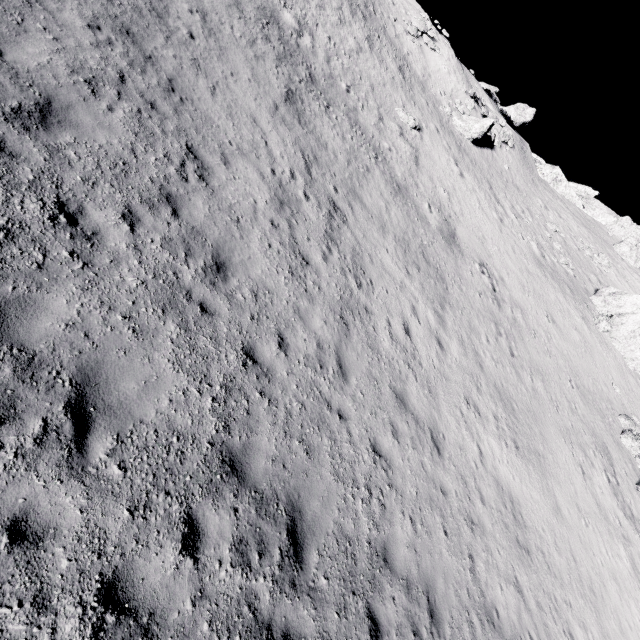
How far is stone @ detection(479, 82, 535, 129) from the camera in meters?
42.3 m

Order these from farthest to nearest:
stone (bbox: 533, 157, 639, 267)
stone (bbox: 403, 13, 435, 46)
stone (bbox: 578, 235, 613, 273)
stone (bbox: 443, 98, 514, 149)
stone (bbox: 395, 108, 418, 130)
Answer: stone (bbox: 533, 157, 639, 267) < stone (bbox: 578, 235, 613, 273) < stone (bbox: 403, 13, 435, 46) < stone (bbox: 443, 98, 514, 149) < stone (bbox: 395, 108, 418, 130)

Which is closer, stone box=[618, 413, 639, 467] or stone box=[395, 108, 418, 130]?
stone box=[618, 413, 639, 467]

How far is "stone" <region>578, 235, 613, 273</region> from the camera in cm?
3145

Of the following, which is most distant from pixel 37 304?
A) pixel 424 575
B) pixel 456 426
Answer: pixel 456 426

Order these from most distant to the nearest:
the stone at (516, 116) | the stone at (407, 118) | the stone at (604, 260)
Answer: the stone at (516, 116) → the stone at (604, 260) → the stone at (407, 118)

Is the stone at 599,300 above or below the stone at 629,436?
above

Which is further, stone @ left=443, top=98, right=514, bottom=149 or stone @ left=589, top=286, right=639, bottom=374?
stone @ left=443, top=98, right=514, bottom=149
